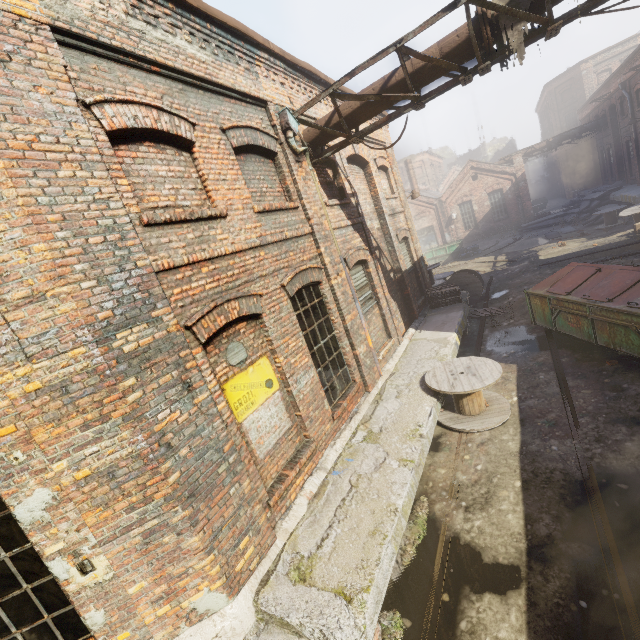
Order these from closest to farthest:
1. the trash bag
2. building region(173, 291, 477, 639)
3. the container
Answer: building region(173, 291, 477, 639)
the trash bag
the container

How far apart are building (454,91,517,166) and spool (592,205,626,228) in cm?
4246

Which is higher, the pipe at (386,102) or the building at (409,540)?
the pipe at (386,102)

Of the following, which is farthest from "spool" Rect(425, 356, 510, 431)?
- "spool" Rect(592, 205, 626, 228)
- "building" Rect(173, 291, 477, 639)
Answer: "spool" Rect(592, 205, 626, 228)

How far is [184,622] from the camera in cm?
355

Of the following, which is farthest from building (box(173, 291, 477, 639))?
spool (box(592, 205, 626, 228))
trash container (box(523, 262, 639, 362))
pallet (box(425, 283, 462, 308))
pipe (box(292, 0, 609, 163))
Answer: spool (box(592, 205, 626, 228))

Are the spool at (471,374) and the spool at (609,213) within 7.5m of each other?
no

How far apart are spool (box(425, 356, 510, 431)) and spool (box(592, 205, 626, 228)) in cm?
1890
